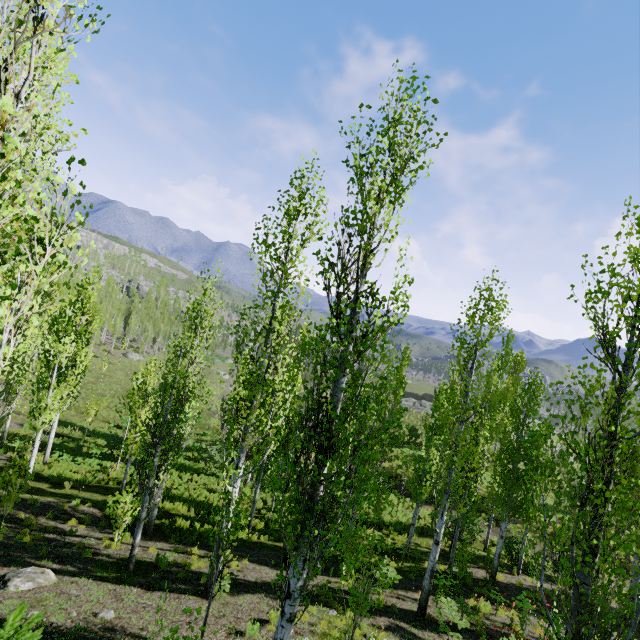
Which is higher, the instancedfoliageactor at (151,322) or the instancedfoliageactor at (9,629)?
the instancedfoliageactor at (9,629)

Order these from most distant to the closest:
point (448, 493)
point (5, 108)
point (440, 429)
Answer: point (440, 429) → point (448, 493) → point (5, 108)

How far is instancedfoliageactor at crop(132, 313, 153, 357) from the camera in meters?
50.8

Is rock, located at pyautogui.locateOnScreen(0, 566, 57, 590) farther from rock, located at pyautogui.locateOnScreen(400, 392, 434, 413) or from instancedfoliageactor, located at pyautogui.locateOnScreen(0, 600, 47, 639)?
rock, located at pyautogui.locateOnScreen(400, 392, 434, 413)

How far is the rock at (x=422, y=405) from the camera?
49.1 meters

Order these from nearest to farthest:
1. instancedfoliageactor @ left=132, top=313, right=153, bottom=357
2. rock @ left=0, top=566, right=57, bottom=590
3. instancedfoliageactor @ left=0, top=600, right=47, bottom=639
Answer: instancedfoliageactor @ left=0, top=600, right=47, bottom=639
rock @ left=0, top=566, right=57, bottom=590
instancedfoliageactor @ left=132, top=313, right=153, bottom=357
